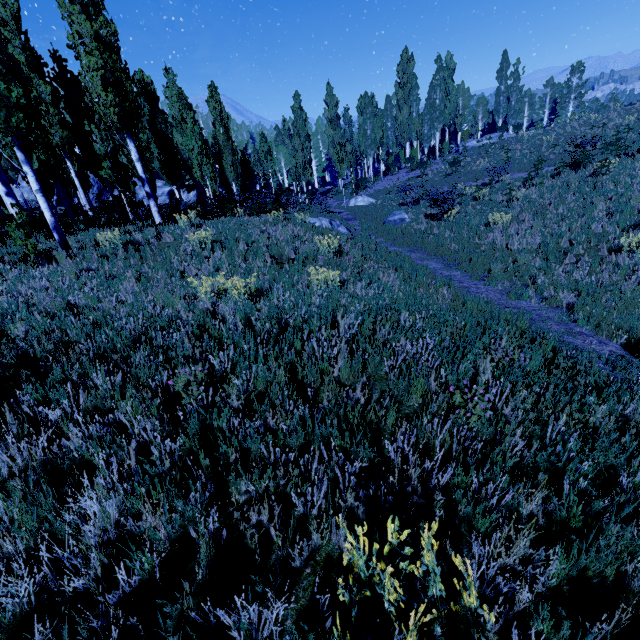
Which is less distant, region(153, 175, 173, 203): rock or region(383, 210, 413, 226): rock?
region(383, 210, 413, 226): rock

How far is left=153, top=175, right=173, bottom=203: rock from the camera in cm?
4550

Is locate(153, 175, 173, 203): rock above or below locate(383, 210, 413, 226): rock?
above

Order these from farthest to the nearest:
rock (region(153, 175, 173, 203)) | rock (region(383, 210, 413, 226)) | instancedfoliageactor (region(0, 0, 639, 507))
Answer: rock (region(153, 175, 173, 203)), rock (region(383, 210, 413, 226)), instancedfoliageactor (region(0, 0, 639, 507))

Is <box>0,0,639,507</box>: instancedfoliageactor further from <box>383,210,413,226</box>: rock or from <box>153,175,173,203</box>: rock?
<box>383,210,413,226</box>: rock

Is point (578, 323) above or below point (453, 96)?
below

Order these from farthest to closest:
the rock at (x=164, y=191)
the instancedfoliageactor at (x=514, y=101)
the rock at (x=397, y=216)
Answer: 1. the rock at (x=164, y=191)
2. the rock at (x=397, y=216)
3. the instancedfoliageactor at (x=514, y=101)

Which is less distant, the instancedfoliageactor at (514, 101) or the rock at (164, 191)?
the instancedfoliageactor at (514, 101)
